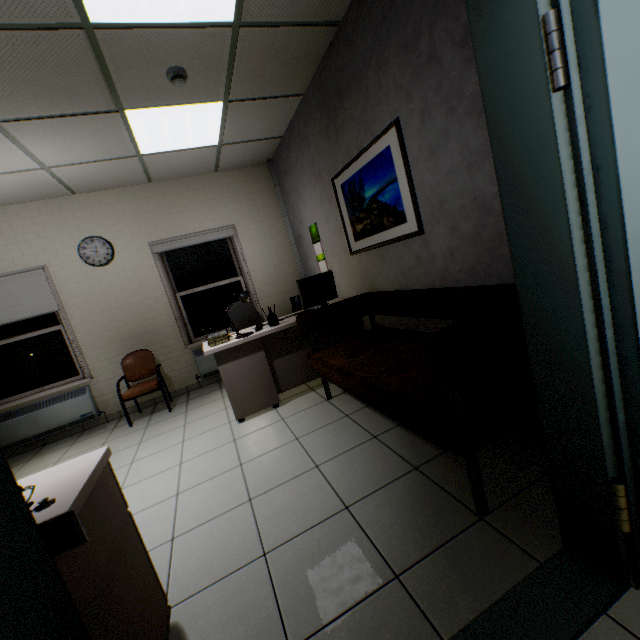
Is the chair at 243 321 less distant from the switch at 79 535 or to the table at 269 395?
the table at 269 395

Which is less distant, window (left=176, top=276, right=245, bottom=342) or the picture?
the picture

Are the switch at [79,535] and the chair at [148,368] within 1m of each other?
no

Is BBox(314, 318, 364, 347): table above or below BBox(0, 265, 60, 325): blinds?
below

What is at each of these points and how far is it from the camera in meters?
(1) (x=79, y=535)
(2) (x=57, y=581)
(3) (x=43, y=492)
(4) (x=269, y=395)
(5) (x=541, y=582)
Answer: (1) switch, 0.7 m
(2) door, 0.7 m
(3) laboratory table, 1.1 m
(4) table, 3.5 m
(5) door, 1.2 m

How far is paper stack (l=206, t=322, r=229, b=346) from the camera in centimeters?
335cm

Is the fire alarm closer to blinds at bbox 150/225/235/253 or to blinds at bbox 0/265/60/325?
blinds at bbox 150/225/235/253

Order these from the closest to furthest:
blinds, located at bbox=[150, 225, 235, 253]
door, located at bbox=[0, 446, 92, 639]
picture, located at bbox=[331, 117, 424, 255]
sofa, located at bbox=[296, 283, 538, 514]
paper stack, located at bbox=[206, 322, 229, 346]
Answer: door, located at bbox=[0, 446, 92, 639] < sofa, located at bbox=[296, 283, 538, 514] < picture, located at bbox=[331, 117, 424, 255] < paper stack, located at bbox=[206, 322, 229, 346] < blinds, located at bbox=[150, 225, 235, 253]
